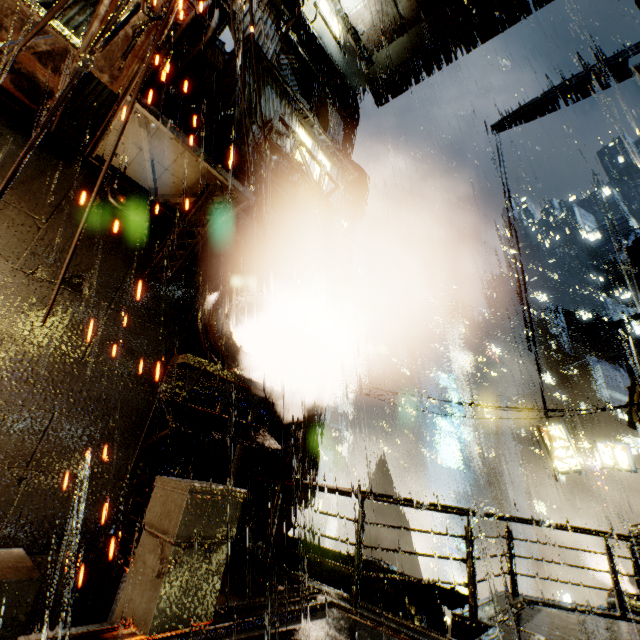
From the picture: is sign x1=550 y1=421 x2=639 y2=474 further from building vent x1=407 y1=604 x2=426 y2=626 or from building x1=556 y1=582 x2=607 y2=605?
building vent x1=407 y1=604 x2=426 y2=626

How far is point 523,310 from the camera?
17.2 meters

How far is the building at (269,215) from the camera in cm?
882

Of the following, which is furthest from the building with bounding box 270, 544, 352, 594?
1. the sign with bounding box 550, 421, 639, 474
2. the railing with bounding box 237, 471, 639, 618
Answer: the sign with bounding box 550, 421, 639, 474

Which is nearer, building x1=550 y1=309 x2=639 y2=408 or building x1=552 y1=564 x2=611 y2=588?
building x1=552 y1=564 x2=611 y2=588

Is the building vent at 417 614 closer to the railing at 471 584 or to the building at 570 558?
the building at 570 558
